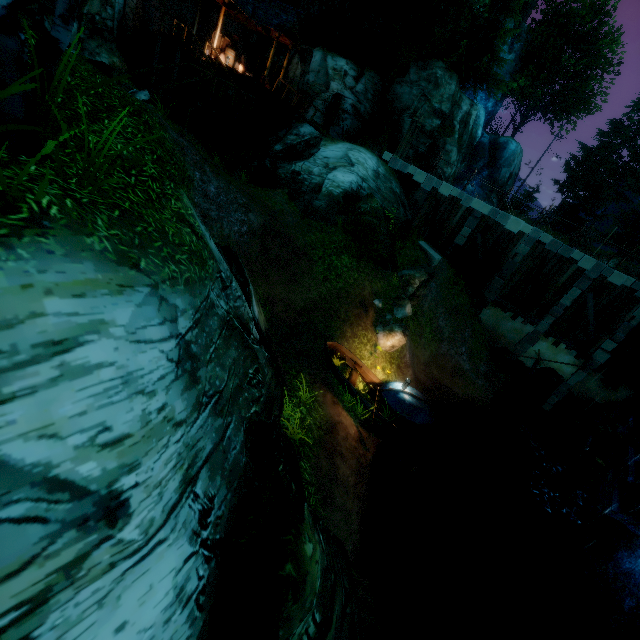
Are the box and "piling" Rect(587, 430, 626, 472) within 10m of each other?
no

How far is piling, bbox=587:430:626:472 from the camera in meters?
12.3 m

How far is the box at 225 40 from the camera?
19.8 meters

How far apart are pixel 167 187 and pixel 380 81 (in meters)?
22.61

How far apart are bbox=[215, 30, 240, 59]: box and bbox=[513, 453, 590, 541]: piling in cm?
2829

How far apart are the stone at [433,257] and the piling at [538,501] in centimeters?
1097cm

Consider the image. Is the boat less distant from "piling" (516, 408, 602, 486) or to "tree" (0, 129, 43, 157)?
"piling" (516, 408, 602, 486)

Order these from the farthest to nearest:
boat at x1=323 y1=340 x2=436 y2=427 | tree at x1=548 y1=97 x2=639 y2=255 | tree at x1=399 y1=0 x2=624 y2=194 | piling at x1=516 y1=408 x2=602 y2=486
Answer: tree at x1=548 y1=97 x2=639 y2=255
tree at x1=399 y1=0 x2=624 y2=194
piling at x1=516 y1=408 x2=602 y2=486
boat at x1=323 y1=340 x2=436 y2=427
